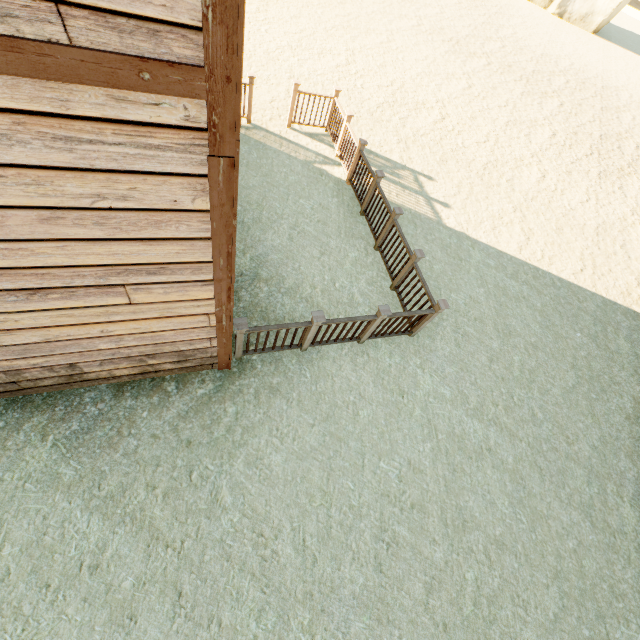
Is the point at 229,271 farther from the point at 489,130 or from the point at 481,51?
the point at 481,51

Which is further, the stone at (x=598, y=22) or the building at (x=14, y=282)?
the stone at (x=598, y=22)

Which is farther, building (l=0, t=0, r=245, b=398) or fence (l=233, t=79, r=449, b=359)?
fence (l=233, t=79, r=449, b=359)

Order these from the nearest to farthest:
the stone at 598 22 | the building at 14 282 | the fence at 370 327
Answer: the building at 14 282, the fence at 370 327, the stone at 598 22

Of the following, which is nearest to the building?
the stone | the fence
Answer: the fence

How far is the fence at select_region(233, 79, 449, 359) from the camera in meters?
4.4
